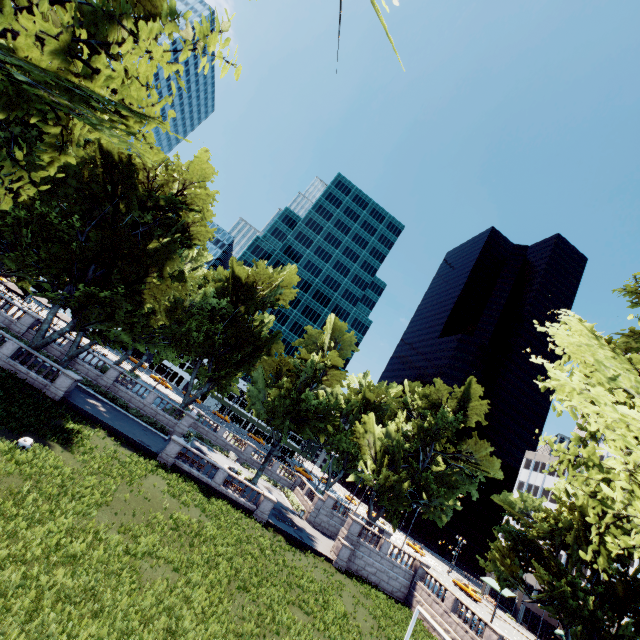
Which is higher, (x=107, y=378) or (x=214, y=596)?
(x=107, y=378)

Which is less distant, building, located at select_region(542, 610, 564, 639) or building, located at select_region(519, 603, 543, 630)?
building, located at select_region(542, 610, 564, 639)

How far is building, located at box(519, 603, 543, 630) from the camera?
58.15m

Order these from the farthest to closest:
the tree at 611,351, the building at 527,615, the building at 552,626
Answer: the building at 527,615
the building at 552,626
the tree at 611,351

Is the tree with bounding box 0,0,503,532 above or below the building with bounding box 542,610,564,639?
above

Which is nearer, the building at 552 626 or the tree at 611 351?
the tree at 611 351

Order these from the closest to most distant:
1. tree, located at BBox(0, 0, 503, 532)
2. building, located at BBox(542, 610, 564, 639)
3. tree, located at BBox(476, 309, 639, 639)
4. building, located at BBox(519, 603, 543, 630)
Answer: tree, located at BBox(0, 0, 503, 532), tree, located at BBox(476, 309, 639, 639), building, located at BBox(542, 610, 564, 639), building, located at BBox(519, 603, 543, 630)
